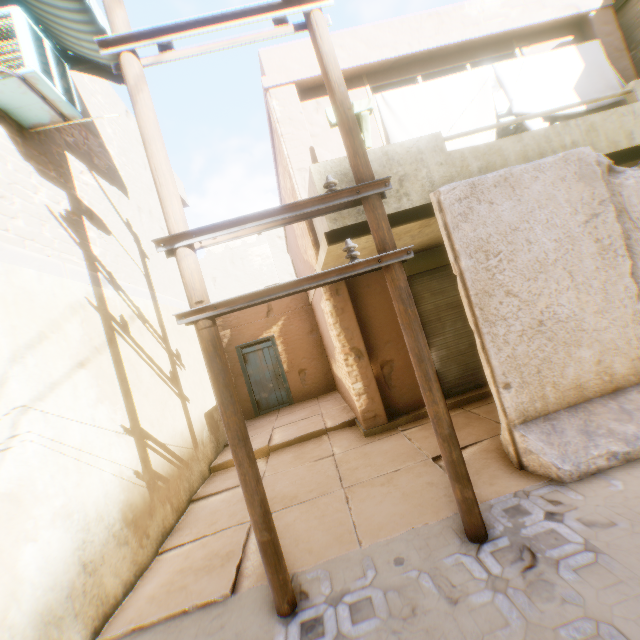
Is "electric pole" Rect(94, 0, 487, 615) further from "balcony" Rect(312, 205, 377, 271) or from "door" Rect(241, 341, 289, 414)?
"door" Rect(241, 341, 289, 414)

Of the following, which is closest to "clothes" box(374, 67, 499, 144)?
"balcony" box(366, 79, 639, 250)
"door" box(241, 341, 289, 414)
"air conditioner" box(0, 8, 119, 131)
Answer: "balcony" box(366, 79, 639, 250)

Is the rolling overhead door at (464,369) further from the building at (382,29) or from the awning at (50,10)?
the awning at (50,10)

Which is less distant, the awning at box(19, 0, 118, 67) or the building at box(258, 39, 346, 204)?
the awning at box(19, 0, 118, 67)

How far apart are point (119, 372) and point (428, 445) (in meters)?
4.89

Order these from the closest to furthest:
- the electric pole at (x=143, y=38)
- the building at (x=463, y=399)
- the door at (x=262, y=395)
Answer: the electric pole at (x=143, y=38) < the building at (x=463, y=399) < the door at (x=262, y=395)

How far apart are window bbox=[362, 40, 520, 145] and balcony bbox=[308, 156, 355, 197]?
1.1m

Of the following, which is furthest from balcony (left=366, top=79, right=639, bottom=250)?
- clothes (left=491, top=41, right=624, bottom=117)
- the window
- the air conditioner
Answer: the air conditioner
